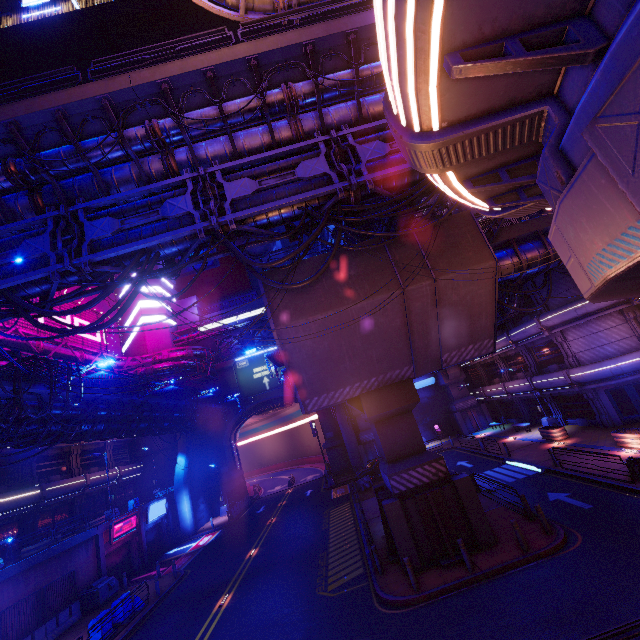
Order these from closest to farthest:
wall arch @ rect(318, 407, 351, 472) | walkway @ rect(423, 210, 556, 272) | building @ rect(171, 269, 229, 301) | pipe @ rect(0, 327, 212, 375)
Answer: walkway @ rect(423, 210, 556, 272) → pipe @ rect(0, 327, 212, 375) → wall arch @ rect(318, 407, 351, 472) → building @ rect(171, 269, 229, 301)

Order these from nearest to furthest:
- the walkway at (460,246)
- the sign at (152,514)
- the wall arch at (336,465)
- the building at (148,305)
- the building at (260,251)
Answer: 1. the walkway at (460,246)
2. the sign at (152,514)
3. the wall arch at (336,465)
4. the building at (148,305)
5. the building at (260,251)

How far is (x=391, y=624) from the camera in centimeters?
1087cm

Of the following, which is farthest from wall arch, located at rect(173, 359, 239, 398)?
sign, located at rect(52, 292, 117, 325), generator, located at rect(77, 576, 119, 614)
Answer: generator, located at rect(77, 576, 119, 614)

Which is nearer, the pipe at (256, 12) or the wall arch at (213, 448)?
the pipe at (256, 12)

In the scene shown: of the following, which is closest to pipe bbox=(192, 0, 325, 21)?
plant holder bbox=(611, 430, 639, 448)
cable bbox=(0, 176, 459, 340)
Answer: cable bbox=(0, 176, 459, 340)

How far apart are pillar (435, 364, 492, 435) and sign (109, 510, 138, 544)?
35.19m

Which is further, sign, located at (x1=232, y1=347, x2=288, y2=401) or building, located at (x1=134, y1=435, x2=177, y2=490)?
sign, located at (x1=232, y1=347, x2=288, y2=401)
